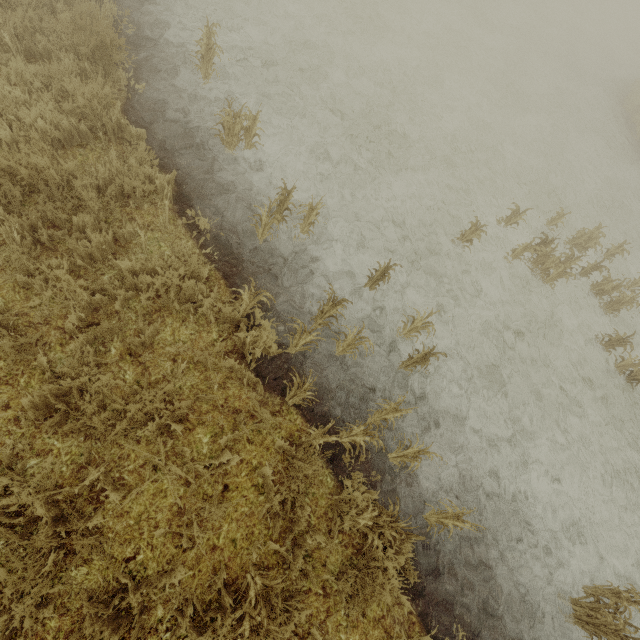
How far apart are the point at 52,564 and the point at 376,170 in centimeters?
720cm

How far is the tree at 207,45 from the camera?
5.11m

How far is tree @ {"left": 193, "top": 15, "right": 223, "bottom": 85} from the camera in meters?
5.1 m
